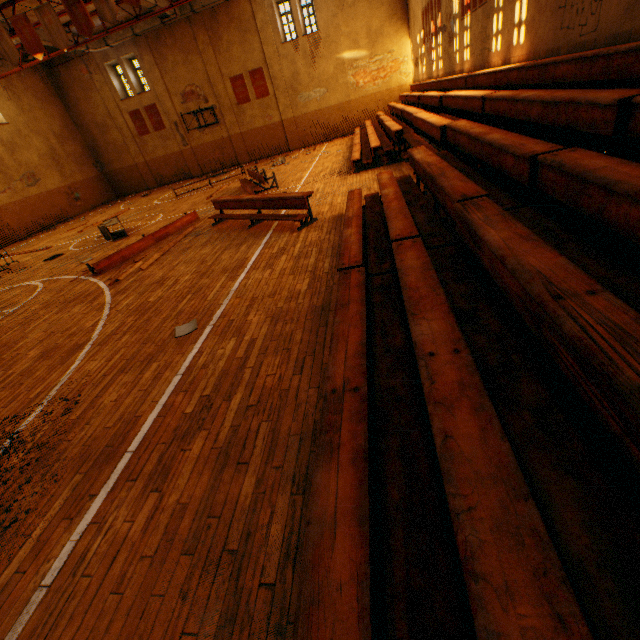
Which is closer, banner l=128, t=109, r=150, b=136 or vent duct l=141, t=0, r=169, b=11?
vent duct l=141, t=0, r=169, b=11

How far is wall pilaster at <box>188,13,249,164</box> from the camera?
19.8m

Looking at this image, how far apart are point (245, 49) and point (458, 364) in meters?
25.8

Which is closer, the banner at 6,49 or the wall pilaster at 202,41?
the banner at 6,49

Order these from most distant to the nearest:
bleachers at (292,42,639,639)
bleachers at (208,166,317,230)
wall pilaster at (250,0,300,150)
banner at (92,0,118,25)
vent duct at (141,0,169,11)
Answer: wall pilaster at (250,0,300,150)
vent duct at (141,0,169,11)
banner at (92,0,118,25)
bleachers at (208,166,317,230)
bleachers at (292,42,639,639)

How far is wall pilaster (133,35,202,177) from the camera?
20.6 meters

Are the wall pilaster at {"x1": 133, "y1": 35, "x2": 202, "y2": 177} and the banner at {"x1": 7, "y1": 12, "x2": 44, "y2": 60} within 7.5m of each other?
no

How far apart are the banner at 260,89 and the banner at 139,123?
8.3m
